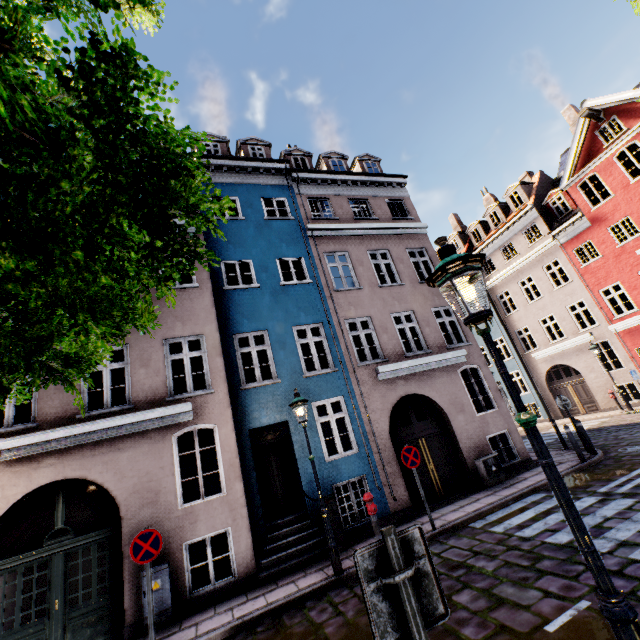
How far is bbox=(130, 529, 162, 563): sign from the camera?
5.95m

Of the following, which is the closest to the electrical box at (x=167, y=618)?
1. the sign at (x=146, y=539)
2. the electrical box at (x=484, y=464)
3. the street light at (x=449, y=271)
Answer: the sign at (x=146, y=539)

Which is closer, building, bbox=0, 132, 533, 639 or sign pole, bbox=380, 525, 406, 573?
sign pole, bbox=380, 525, 406, 573

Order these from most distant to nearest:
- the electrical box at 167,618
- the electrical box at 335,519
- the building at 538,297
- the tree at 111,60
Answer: the building at 538,297
the electrical box at 335,519
the electrical box at 167,618
the tree at 111,60

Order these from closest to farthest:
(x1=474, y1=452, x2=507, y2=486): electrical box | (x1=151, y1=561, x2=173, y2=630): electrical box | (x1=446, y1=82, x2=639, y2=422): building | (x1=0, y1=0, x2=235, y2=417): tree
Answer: (x1=0, y1=0, x2=235, y2=417): tree
(x1=151, y1=561, x2=173, y2=630): electrical box
(x1=474, y1=452, x2=507, y2=486): electrical box
(x1=446, y1=82, x2=639, y2=422): building

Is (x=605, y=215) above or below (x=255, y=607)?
above

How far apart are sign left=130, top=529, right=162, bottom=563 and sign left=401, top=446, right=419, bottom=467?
5.6m

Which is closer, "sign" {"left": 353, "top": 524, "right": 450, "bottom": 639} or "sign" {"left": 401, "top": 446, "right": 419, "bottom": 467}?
"sign" {"left": 353, "top": 524, "right": 450, "bottom": 639}
